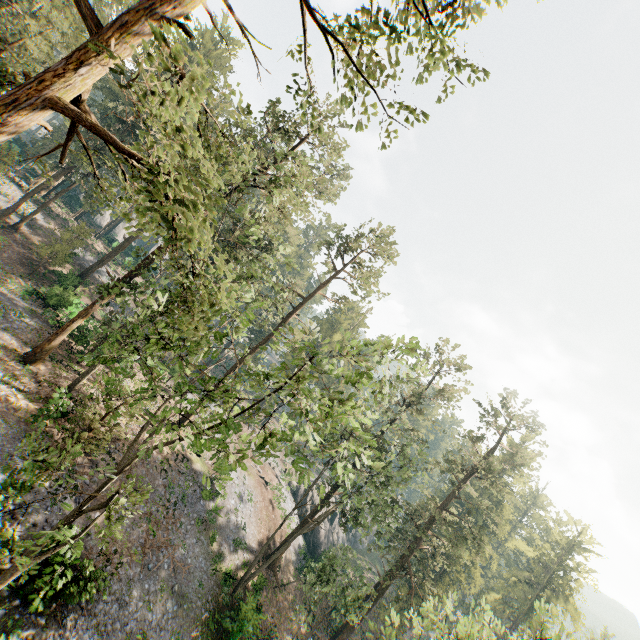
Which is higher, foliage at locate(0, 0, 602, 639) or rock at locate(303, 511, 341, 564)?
foliage at locate(0, 0, 602, 639)

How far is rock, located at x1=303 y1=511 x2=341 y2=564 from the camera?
42.85m

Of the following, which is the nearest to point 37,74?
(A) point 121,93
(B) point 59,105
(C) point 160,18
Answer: (B) point 59,105

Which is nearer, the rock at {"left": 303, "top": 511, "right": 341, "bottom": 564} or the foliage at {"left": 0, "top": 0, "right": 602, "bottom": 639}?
the foliage at {"left": 0, "top": 0, "right": 602, "bottom": 639}

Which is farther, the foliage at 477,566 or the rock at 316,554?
the rock at 316,554

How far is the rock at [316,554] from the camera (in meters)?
42.85
